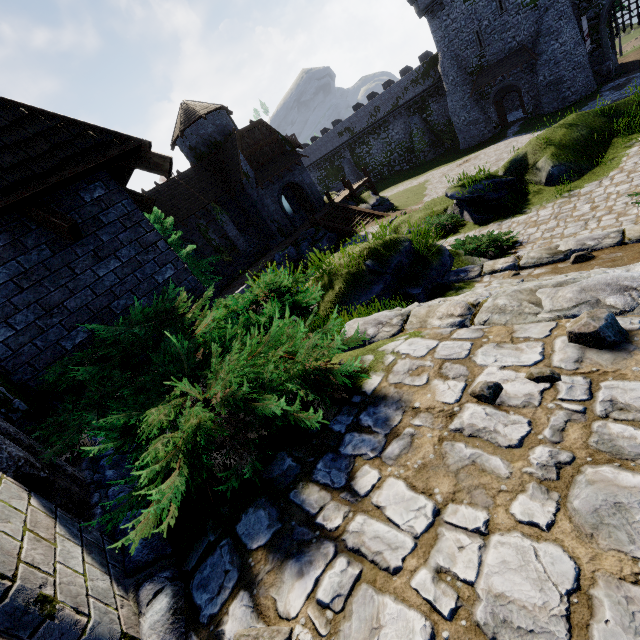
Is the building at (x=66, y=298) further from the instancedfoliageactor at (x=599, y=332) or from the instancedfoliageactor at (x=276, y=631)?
the instancedfoliageactor at (x=599, y=332)

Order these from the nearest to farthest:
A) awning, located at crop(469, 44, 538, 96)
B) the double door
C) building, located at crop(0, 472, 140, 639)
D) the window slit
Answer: building, located at crop(0, 472, 140, 639)
the window slit
the double door
awning, located at crop(469, 44, 538, 96)

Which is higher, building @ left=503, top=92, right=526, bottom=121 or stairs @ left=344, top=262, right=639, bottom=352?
stairs @ left=344, top=262, right=639, bottom=352

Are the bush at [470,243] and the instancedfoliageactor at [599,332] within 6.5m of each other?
no

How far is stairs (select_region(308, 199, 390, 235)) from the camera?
25.8 meters

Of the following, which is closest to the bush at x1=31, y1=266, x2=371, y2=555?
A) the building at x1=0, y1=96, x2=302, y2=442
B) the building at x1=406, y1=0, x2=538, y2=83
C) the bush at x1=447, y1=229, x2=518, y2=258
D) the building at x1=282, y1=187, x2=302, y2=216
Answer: the building at x1=0, y1=96, x2=302, y2=442

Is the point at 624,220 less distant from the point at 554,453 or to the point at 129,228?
the point at 554,453

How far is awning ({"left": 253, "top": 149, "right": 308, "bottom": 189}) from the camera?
26.4 meters
